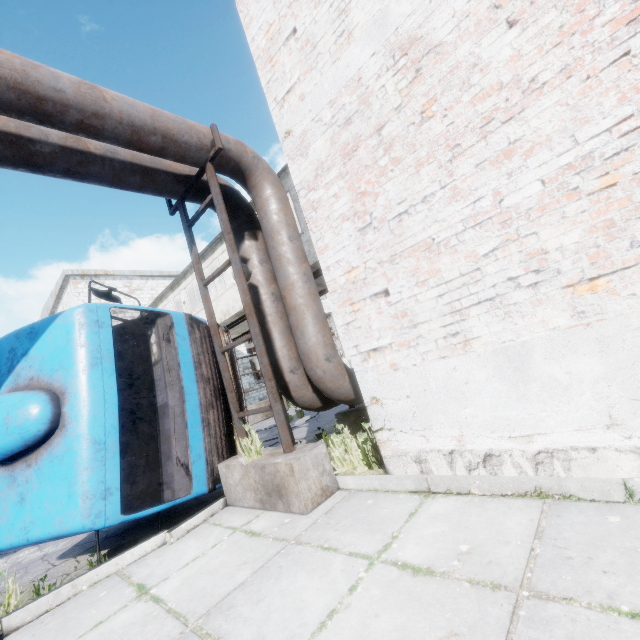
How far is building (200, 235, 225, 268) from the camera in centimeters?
1264cm

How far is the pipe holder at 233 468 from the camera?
3.69m

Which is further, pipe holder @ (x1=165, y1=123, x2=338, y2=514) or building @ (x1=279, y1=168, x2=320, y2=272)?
building @ (x1=279, y1=168, x2=320, y2=272)

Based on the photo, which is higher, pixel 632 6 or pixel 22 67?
pixel 22 67

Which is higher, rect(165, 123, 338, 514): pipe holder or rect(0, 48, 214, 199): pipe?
rect(0, 48, 214, 199): pipe

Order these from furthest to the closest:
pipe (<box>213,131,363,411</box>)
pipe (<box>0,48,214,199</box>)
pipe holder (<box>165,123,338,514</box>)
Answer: pipe (<box>213,131,363,411</box>), pipe holder (<box>165,123,338,514</box>), pipe (<box>0,48,214,199</box>)

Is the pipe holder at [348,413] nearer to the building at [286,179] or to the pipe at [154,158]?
the pipe at [154,158]

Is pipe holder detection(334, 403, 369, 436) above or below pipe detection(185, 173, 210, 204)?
below
